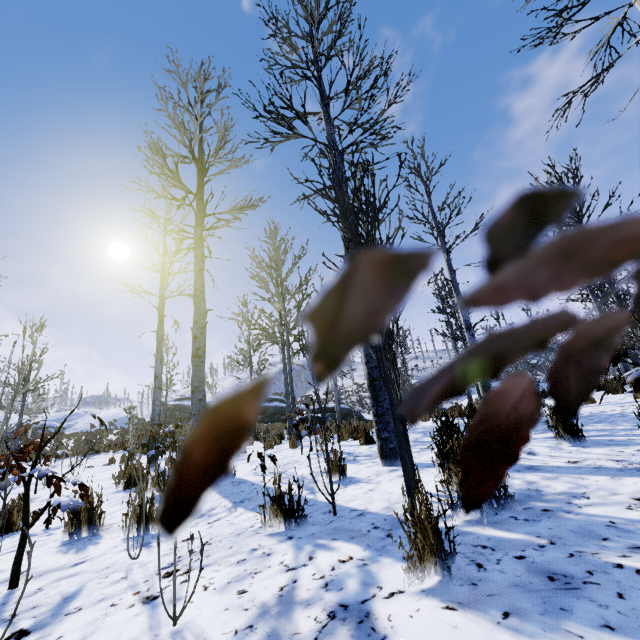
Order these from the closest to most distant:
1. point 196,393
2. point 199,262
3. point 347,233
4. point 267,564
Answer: point 267,564 < point 347,233 < point 196,393 < point 199,262

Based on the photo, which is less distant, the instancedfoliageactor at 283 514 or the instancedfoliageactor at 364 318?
the instancedfoliageactor at 364 318

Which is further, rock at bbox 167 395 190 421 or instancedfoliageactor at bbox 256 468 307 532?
rock at bbox 167 395 190 421

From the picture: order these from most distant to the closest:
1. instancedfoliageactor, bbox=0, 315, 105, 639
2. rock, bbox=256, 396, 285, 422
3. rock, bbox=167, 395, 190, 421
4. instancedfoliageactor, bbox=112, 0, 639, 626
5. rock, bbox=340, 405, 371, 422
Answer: rock, bbox=167, 395, 190, 421
rock, bbox=256, 396, 285, 422
rock, bbox=340, 405, 371, 422
instancedfoliageactor, bbox=0, 315, 105, 639
instancedfoliageactor, bbox=112, 0, 639, 626

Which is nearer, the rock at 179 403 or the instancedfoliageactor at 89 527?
the instancedfoliageactor at 89 527

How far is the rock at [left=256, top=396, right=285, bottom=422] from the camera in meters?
27.4
